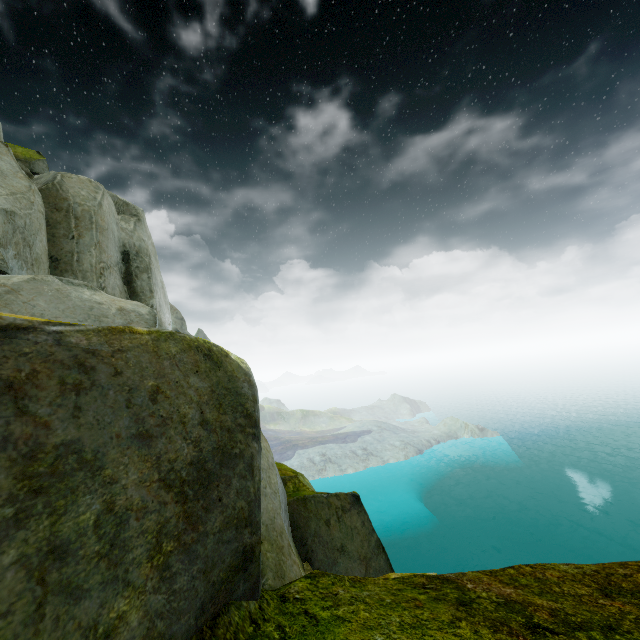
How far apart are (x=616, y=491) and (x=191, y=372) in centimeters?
7931cm
